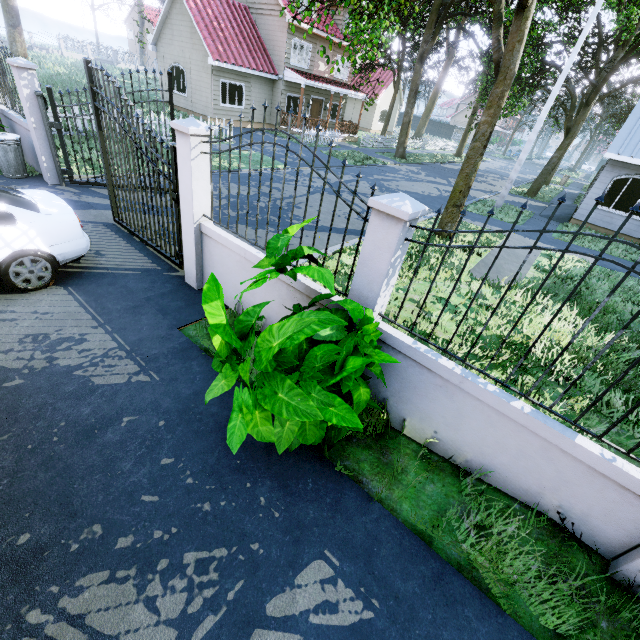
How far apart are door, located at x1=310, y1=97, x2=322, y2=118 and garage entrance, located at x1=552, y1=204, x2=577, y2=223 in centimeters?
1823cm

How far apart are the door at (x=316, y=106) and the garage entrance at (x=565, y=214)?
18.2m

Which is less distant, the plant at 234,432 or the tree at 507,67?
the plant at 234,432

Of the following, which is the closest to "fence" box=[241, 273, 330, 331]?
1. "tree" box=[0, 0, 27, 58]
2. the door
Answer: "tree" box=[0, 0, 27, 58]

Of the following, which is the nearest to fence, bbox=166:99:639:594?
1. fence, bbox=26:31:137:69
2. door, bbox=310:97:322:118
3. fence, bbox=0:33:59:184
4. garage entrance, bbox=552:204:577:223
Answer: fence, bbox=0:33:59:184

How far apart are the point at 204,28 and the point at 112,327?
22.1 meters

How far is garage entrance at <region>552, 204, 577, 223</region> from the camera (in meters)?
16.30

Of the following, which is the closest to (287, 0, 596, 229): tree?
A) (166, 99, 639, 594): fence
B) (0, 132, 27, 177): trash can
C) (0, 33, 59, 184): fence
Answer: (0, 33, 59, 184): fence
